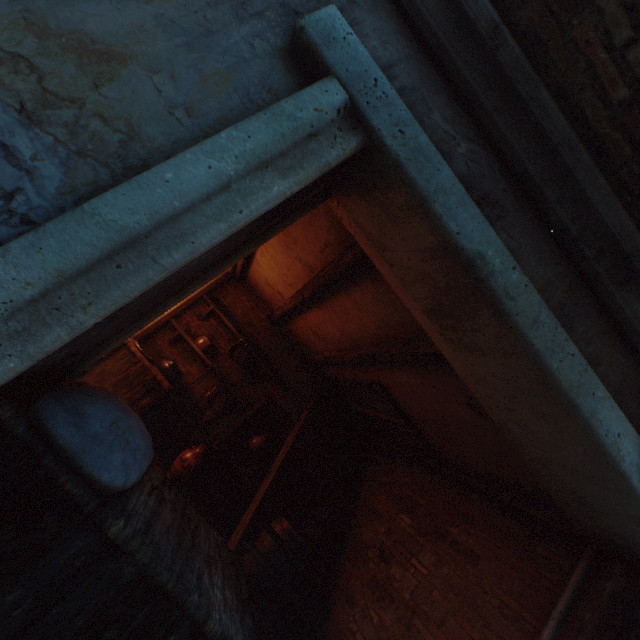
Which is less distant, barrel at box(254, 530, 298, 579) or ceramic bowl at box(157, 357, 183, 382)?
barrel at box(254, 530, 298, 579)

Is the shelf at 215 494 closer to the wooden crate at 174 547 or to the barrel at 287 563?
the barrel at 287 563

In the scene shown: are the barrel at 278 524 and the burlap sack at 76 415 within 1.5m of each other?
no

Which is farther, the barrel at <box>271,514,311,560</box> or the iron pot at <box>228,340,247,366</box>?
the iron pot at <box>228,340,247,366</box>

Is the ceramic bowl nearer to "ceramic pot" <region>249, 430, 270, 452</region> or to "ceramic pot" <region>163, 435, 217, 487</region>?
"ceramic pot" <region>163, 435, 217, 487</region>

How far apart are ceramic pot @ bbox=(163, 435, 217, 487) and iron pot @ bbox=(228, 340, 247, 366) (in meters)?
1.25

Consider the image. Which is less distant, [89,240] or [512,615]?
[89,240]

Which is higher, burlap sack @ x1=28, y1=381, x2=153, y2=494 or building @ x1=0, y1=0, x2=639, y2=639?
building @ x1=0, y1=0, x2=639, y2=639
